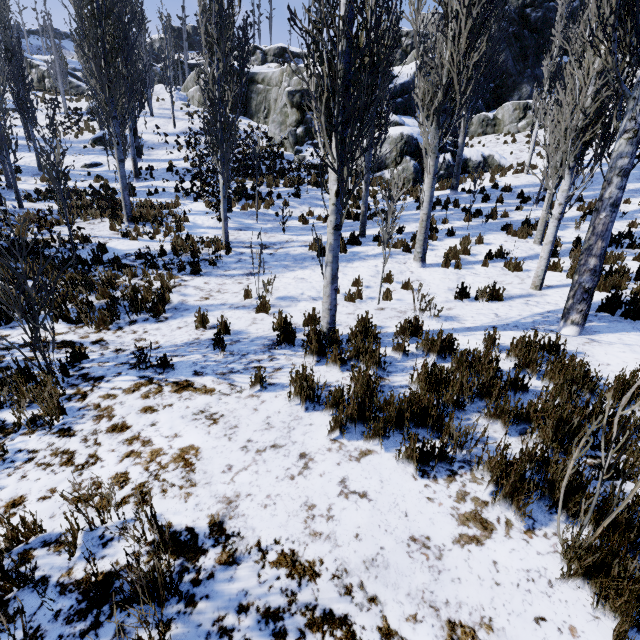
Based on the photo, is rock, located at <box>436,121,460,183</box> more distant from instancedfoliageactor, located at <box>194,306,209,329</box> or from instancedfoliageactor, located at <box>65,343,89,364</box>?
instancedfoliageactor, located at <box>194,306,209,329</box>

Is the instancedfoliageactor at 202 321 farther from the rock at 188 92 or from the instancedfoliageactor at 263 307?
the rock at 188 92

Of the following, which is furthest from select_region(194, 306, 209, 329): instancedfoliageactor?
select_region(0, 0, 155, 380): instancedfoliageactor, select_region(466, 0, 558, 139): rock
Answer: select_region(466, 0, 558, 139): rock

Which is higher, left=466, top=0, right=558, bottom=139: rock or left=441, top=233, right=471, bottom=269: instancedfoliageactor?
left=466, top=0, right=558, bottom=139: rock

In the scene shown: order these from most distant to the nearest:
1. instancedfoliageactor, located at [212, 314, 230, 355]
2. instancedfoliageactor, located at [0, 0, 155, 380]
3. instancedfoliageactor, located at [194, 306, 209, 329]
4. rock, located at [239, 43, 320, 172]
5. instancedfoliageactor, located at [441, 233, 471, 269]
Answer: rock, located at [239, 43, 320, 172], instancedfoliageactor, located at [441, 233, 471, 269], instancedfoliageactor, located at [194, 306, 209, 329], instancedfoliageactor, located at [212, 314, 230, 355], instancedfoliageactor, located at [0, 0, 155, 380]

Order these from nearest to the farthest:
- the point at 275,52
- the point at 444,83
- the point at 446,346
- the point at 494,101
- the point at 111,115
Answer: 1. the point at 446,346
2. the point at 444,83
3. the point at 111,115
4. the point at 494,101
5. the point at 275,52

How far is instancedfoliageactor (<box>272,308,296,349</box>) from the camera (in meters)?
5.11

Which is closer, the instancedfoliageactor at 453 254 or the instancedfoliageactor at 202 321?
the instancedfoliageactor at 202 321
